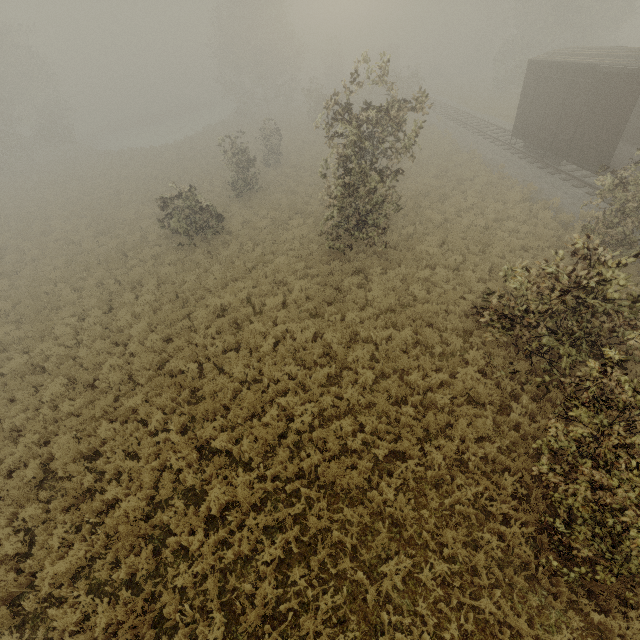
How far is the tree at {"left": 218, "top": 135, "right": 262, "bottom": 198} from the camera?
19.37m

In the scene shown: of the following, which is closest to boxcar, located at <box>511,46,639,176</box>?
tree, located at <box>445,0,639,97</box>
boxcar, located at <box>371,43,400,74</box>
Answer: tree, located at <box>445,0,639,97</box>

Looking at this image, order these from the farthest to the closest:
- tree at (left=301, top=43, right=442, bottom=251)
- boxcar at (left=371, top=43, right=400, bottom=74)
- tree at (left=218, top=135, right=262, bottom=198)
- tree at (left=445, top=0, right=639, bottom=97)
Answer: boxcar at (left=371, top=43, right=400, bottom=74), tree at (left=445, top=0, right=639, bottom=97), tree at (left=218, top=135, right=262, bottom=198), tree at (left=301, top=43, right=442, bottom=251)

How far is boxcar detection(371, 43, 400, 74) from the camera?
52.8m

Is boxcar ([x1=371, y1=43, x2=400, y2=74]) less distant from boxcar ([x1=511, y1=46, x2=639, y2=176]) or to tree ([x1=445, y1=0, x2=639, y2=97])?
tree ([x1=445, y1=0, x2=639, y2=97])

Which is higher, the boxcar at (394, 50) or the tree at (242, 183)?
the boxcar at (394, 50)

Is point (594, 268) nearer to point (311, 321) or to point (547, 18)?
point (311, 321)

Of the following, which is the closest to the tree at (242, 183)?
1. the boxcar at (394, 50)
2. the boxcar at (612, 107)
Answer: the boxcar at (612, 107)
